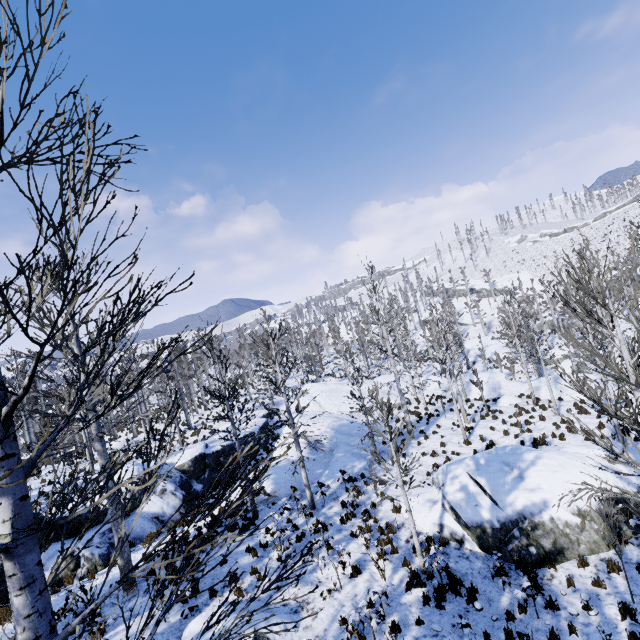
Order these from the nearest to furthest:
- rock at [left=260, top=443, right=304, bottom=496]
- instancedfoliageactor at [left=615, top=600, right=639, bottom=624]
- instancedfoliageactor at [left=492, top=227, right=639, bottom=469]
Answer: instancedfoliageactor at [left=492, top=227, right=639, bottom=469] < instancedfoliageactor at [left=615, top=600, right=639, bottom=624] < rock at [left=260, top=443, right=304, bottom=496]

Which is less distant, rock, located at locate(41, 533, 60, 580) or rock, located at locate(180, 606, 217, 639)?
rock, located at locate(180, 606, 217, 639)

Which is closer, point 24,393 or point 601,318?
point 24,393

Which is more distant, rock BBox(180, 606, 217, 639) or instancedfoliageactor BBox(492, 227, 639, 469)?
rock BBox(180, 606, 217, 639)

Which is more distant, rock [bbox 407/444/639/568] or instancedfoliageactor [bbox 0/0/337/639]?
rock [bbox 407/444/639/568]

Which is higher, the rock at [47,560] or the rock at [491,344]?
the rock at [47,560]

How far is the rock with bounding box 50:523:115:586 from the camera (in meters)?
11.48

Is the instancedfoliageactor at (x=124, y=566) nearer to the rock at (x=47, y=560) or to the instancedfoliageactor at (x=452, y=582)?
the rock at (x=47, y=560)
